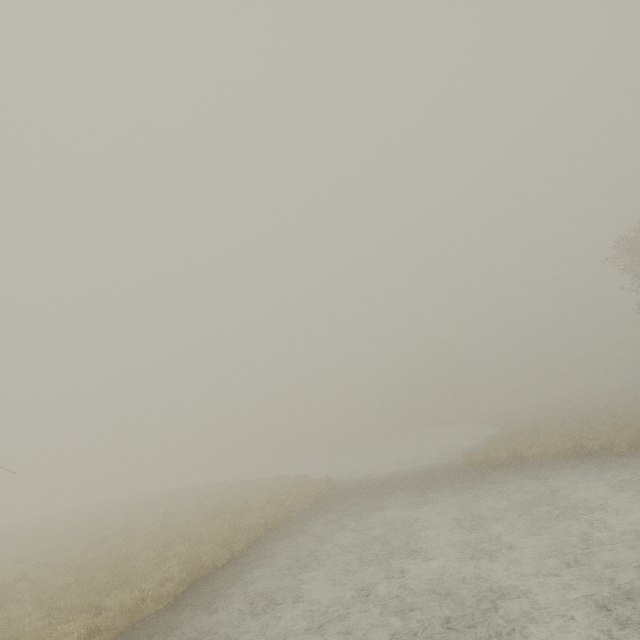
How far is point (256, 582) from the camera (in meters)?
8.33
